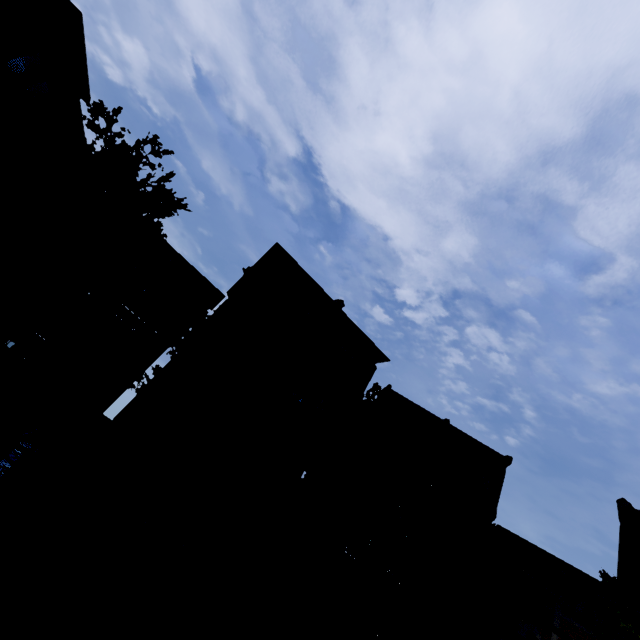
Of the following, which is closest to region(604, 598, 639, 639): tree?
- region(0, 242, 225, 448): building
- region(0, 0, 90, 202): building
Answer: region(0, 242, 225, 448): building

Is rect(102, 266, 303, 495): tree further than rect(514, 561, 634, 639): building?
No

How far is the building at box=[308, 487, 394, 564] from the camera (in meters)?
18.81

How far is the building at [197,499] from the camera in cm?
1595

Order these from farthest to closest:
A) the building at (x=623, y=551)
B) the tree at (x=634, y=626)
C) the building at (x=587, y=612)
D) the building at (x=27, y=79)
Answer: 1. the building at (x=623, y=551)
2. the building at (x=587, y=612)
3. the tree at (x=634, y=626)
4. the building at (x=27, y=79)

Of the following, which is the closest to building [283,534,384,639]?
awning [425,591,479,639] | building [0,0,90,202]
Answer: awning [425,591,479,639]

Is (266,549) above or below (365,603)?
below
